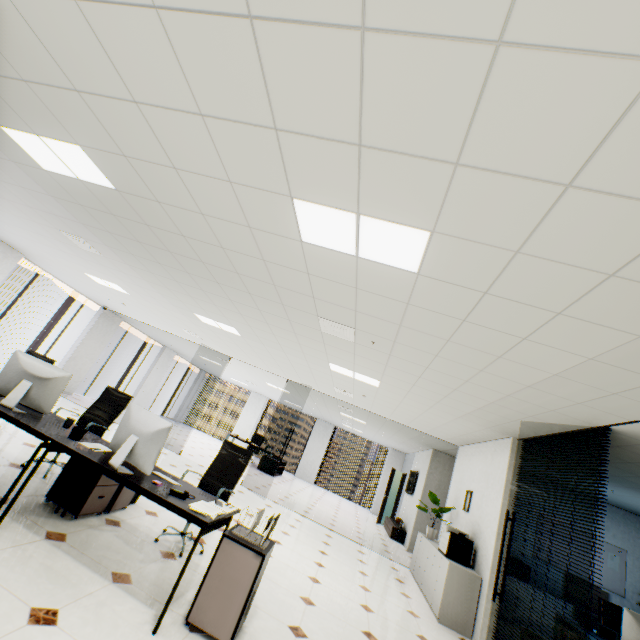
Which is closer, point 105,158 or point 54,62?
point 54,62

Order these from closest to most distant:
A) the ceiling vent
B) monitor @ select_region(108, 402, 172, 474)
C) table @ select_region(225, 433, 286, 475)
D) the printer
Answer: monitor @ select_region(108, 402, 172, 474) < the ceiling vent < the printer < table @ select_region(225, 433, 286, 475)

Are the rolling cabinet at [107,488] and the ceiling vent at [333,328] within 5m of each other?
yes

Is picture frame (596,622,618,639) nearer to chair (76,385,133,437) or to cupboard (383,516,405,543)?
cupboard (383,516,405,543)

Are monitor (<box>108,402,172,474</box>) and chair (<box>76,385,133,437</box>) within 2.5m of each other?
yes

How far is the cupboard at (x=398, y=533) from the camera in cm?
1017

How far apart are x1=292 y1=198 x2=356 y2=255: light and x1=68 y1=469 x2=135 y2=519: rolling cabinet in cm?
311

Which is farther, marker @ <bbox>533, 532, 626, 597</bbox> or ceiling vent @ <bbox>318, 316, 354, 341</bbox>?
marker @ <bbox>533, 532, 626, 597</bbox>
